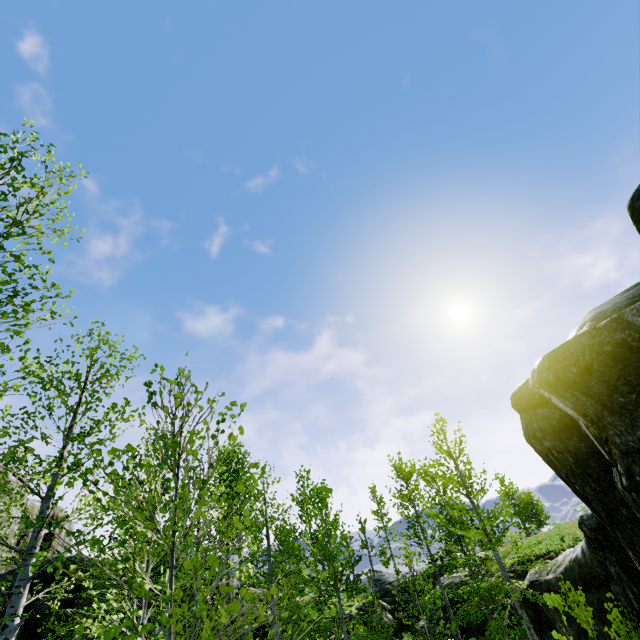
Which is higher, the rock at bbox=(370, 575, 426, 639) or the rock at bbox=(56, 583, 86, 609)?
the rock at bbox=(56, 583, 86, 609)

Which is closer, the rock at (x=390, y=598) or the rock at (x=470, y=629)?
the rock at (x=470, y=629)

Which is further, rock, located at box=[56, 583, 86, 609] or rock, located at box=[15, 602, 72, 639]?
rock, located at box=[56, 583, 86, 609]

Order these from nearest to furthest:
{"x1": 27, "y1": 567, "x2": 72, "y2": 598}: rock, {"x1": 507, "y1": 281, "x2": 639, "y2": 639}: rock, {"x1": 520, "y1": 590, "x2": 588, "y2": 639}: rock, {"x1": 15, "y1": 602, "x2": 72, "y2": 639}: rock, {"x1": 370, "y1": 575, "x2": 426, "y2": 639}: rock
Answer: {"x1": 507, "y1": 281, "x2": 639, "y2": 639}: rock → {"x1": 15, "y1": 602, "x2": 72, "y2": 639}: rock → {"x1": 27, "y1": 567, "x2": 72, "y2": 598}: rock → {"x1": 520, "y1": 590, "x2": 588, "y2": 639}: rock → {"x1": 370, "y1": 575, "x2": 426, "y2": 639}: rock

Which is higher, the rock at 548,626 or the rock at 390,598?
the rock at 390,598

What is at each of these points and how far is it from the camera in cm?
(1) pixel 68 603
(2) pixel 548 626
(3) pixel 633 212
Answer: (1) rock, 1079
(2) rock, 1404
(3) rock, 448
